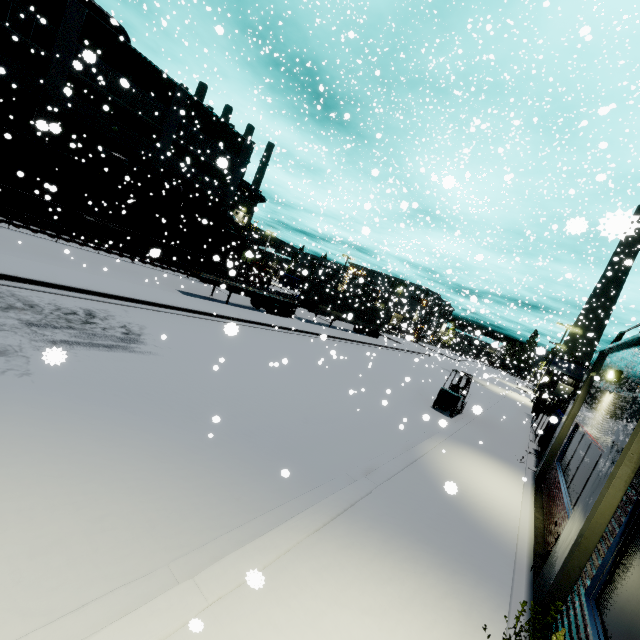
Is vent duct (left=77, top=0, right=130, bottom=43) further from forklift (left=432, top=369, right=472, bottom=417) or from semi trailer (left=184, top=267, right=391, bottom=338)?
forklift (left=432, top=369, right=472, bottom=417)

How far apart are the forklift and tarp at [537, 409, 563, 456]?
3.28m

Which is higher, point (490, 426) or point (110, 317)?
point (490, 426)

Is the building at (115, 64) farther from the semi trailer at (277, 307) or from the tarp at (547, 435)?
the tarp at (547, 435)

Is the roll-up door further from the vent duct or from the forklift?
the forklift

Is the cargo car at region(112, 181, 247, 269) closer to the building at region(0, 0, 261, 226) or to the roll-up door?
the roll-up door

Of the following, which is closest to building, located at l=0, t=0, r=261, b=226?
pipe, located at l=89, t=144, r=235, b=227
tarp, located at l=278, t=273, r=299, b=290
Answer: pipe, located at l=89, t=144, r=235, b=227

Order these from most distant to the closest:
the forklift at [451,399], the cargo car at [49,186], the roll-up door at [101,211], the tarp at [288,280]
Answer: the tarp at [288,280], the roll-up door at [101,211], the cargo car at [49,186], the forklift at [451,399]
